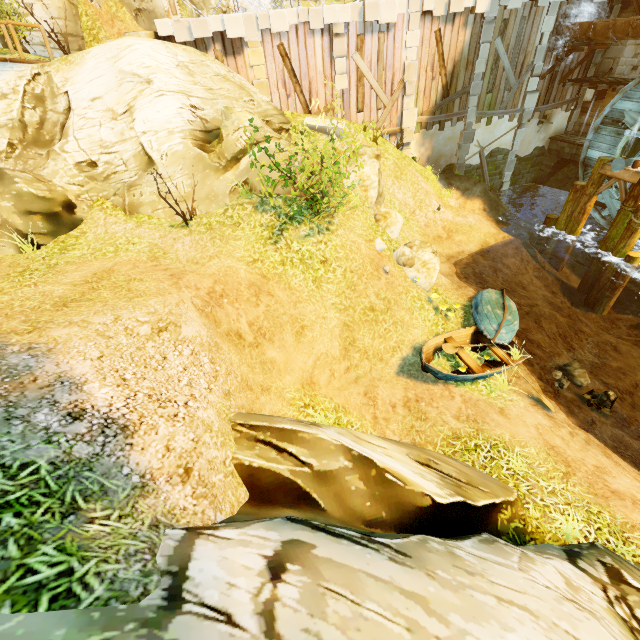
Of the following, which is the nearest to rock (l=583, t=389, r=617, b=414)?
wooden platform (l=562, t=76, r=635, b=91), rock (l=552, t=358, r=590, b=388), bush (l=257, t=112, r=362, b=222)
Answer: rock (l=552, t=358, r=590, b=388)

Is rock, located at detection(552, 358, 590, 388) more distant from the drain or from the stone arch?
the stone arch

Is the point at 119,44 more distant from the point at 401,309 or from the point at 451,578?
the point at 451,578

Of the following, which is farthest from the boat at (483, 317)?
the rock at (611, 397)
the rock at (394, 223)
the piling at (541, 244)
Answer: the piling at (541, 244)

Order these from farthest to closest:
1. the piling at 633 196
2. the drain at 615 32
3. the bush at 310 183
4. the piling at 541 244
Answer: the piling at 541 244, the drain at 615 32, the piling at 633 196, the bush at 310 183

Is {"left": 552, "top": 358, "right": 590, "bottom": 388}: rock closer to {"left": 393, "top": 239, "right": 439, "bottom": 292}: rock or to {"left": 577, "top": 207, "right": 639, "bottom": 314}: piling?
{"left": 393, "top": 239, "right": 439, "bottom": 292}: rock

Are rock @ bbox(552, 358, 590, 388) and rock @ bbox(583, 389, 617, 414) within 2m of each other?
yes

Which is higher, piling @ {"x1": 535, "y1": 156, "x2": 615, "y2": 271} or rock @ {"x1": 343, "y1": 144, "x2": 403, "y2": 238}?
rock @ {"x1": 343, "y1": 144, "x2": 403, "y2": 238}
